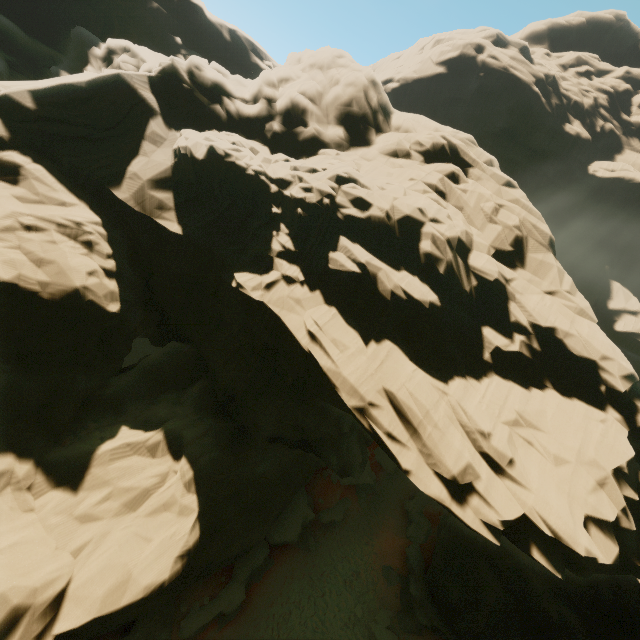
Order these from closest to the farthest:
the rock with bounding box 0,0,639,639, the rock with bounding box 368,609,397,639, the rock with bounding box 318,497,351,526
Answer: the rock with bounding box 0,0,639,639, the rock with bounding box 368,609,397,639, the rock with bounding box 318,497,351,526

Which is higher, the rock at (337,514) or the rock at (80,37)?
the rock at (80,37)

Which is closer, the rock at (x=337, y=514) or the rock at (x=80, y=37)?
the rock at (x=80, y=37)

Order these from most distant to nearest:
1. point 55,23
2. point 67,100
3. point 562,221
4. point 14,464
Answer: point 562,221 < point 55,23 < point 67,100 < point 14,464

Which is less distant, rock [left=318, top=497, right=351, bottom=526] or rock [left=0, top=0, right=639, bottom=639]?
rock [left=0, top=0, right=639, bottom=639]

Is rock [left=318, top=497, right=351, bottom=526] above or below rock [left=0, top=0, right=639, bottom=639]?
below
